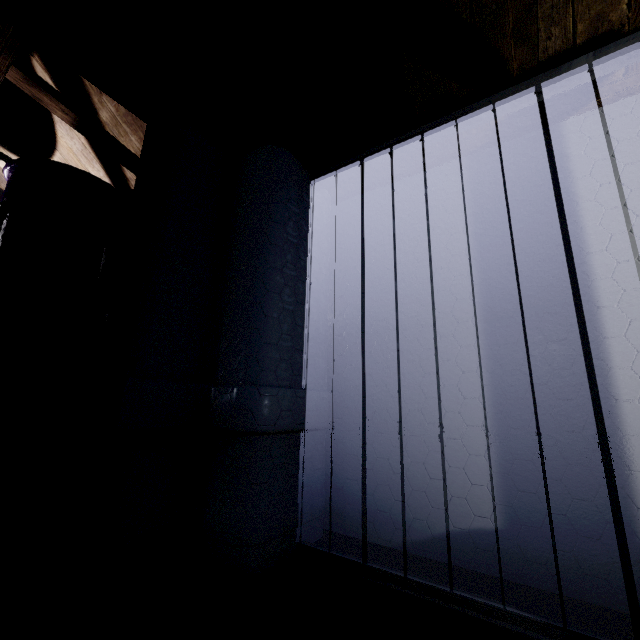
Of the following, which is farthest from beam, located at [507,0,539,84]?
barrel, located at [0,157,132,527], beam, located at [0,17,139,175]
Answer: barrel, located at [0,157,132,527]

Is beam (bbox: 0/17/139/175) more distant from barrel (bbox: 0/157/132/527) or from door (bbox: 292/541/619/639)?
door (bbox: 292/541/619/639)

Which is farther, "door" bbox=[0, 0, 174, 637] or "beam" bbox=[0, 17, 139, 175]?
"beam" bbox=[0, 17, 139, 175]

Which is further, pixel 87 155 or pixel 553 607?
pixel 87 155

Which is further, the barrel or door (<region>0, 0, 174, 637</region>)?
the barrel

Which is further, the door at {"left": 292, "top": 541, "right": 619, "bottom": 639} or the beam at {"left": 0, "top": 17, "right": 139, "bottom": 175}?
the beam at {"left": 0, "top": 17, "right": 139, "bottom": 175}

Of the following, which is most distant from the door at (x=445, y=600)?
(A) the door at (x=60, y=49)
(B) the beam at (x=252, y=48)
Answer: (A) the door at (x=60, y=49)
